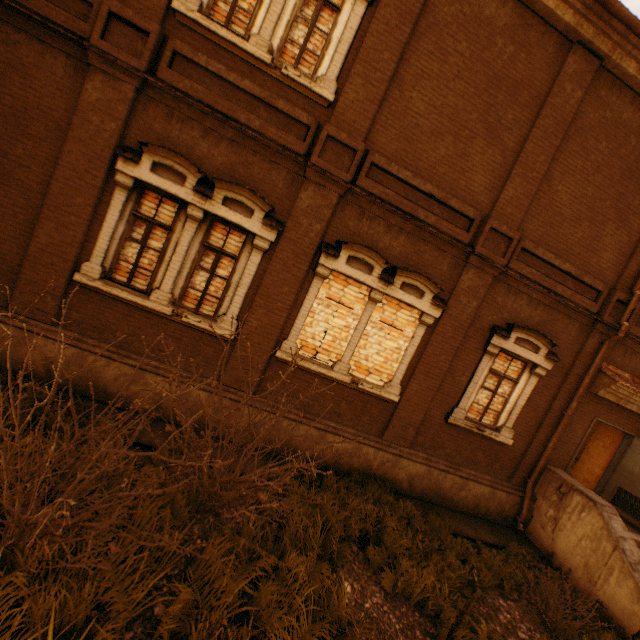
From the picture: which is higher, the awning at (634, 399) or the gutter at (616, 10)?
the gutter at (616, 10)

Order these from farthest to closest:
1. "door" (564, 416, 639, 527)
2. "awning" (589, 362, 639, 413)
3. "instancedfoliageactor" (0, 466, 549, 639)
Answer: "door" (564, 416, 639, 527) → "awning" (589, 362, 639, 413) → "instancedfoliageactor" (0, 466, 549, 639)

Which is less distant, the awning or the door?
the awning

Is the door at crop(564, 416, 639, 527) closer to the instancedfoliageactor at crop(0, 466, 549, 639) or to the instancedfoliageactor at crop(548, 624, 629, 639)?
the instancedfoliageactor at crop(548, 624, 629, 639)

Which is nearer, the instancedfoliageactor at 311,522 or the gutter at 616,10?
the instancedfoliageactor at 311,522

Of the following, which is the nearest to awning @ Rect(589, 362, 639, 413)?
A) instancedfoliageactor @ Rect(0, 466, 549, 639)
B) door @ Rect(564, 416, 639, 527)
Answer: door @ Rect(564, 416, 639, 527)

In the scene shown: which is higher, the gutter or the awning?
the gutter

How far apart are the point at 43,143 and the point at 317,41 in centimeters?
531cm
